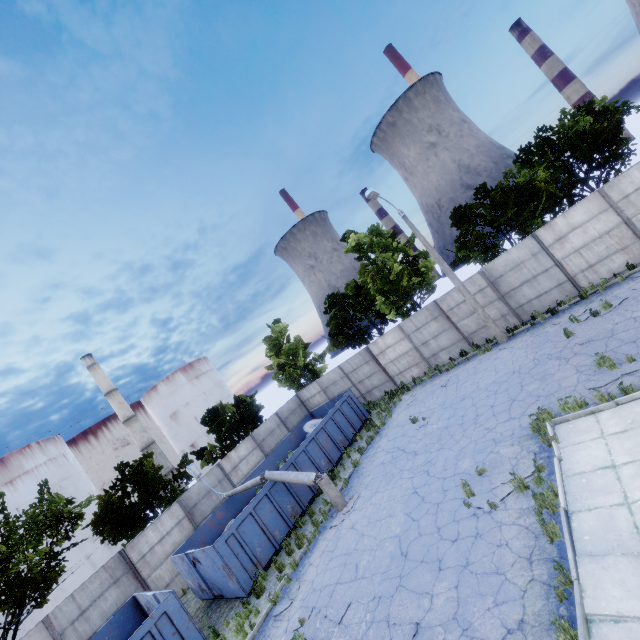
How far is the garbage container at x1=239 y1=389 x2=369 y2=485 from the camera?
16.02m

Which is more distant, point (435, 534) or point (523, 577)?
point (435, 534)

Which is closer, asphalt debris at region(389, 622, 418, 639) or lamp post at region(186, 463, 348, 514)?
asphalt debris at region(389, 622, 418, 639)

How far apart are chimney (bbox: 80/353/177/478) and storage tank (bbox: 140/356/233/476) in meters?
5.8 m

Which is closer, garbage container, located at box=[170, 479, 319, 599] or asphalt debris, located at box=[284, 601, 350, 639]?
asphalt debris, located at box=[284, 601, 350, 639]

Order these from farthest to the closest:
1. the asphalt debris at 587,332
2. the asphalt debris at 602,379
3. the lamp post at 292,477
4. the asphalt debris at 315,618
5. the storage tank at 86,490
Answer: the storage tank at 86,490 < the lamp post at 292,477 < the asphalt debris at 587,332 < the asphalt debris at 602,379 < the asphalt debris at 315,618

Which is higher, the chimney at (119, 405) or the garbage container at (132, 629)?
the chimney at (119, 405)

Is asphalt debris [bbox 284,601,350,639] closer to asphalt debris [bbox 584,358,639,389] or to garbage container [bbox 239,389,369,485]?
garbage container [bbox 239,389,369,485]
